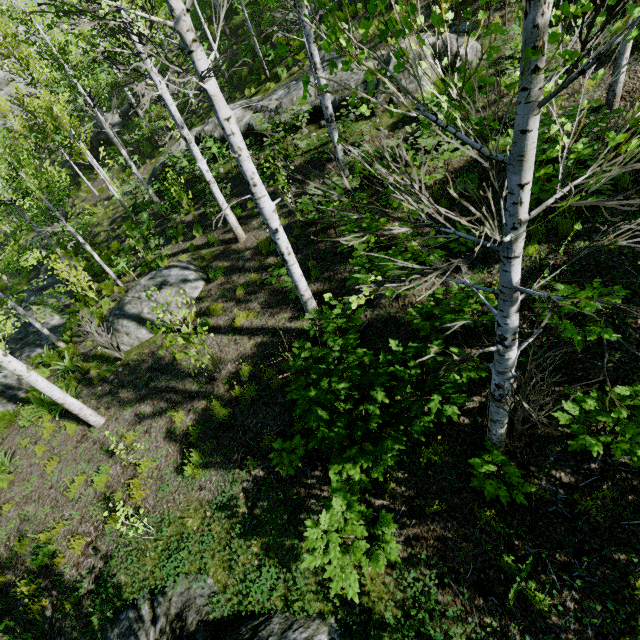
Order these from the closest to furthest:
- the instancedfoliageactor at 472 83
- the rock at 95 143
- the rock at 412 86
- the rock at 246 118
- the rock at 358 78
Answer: the instancedfoliageactor at 472 83 < the rock at 412 86 < the rock at 358 78 < the rock at 246 118 < the rock at 95 143

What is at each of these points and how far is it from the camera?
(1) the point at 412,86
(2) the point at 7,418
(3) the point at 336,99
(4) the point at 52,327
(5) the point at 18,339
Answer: (1) rock, 9.7m
(2) instancedfoliageactor, 10.1m
(3) rock, 11.3m
(4) rock, 15.9m
(5) rock, 15.7m

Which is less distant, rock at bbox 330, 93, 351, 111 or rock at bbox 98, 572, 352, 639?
rock at bbox 98, 572, 352, 639

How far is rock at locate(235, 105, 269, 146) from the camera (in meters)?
13.44

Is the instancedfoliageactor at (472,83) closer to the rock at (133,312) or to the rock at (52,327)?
the rock at (52,327)

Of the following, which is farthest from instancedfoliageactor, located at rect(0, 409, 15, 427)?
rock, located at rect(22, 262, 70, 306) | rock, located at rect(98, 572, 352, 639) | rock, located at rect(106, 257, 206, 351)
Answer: rock, located at rect(98, 572, 352, 639)

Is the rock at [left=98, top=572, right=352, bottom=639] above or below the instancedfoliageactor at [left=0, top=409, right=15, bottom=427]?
above

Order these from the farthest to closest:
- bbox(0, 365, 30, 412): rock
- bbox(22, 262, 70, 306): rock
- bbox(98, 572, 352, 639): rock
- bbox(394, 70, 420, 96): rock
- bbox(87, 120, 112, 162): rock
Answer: bbox(87, 120, 112, 162): rock < bbox(22, 262, 70, 306): rock < bbox(0, 365, 30, 412): rock < bbox(394, 70, 420, 96): rock < bbox(98, 572, 352, 639): rock
